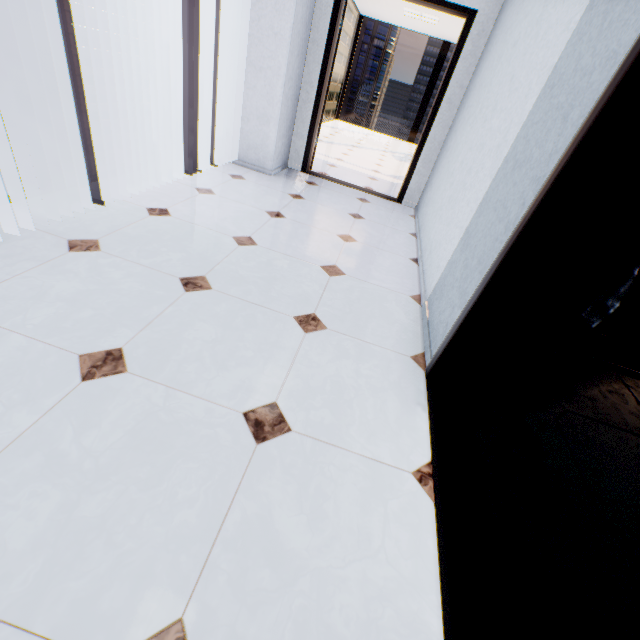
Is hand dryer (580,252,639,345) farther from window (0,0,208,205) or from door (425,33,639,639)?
window (0,0,208,205)

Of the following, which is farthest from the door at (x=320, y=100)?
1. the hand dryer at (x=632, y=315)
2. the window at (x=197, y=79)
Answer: the hand dryer at (x=632, y=315)

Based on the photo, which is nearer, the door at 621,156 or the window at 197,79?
the door at 621,156

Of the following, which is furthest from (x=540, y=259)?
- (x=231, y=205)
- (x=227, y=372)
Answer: (x=231, y=205)

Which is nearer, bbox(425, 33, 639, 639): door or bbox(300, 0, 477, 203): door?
bbox(425, 33, 639, 639): door

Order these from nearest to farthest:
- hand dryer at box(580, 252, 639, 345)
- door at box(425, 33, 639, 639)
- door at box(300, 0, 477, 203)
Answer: door at box(425, 33, 639, 639) → hand dryer at box(580, 252, 639, 345) → door at box(300, 0, 477, 203)

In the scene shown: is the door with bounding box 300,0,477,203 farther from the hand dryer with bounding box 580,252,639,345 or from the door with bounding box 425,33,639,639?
the door with bounding box 425,33,639,639
